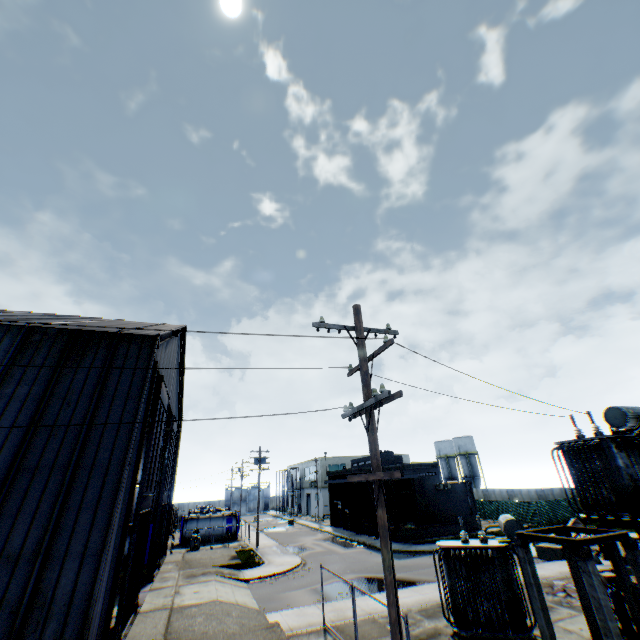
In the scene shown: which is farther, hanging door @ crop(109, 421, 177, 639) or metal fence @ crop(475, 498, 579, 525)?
metal fence @ crop(475, 498, 579, 525)

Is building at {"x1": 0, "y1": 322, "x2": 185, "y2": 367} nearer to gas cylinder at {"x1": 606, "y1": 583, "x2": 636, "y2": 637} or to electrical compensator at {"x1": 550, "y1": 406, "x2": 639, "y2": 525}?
electrical compensator at {"x1": 550, "y1": 406, "x2": 639, "y2": 525}

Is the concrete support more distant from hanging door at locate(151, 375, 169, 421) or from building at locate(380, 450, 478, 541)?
building at locate(380, 450, 478, 541)

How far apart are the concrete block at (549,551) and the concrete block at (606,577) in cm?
749

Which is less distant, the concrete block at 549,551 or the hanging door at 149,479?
the hanging door at 149,479

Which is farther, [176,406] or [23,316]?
[176,406]

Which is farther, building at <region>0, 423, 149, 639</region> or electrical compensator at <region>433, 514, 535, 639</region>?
electrical compensator at <region>433, 514, 535, 639</region>

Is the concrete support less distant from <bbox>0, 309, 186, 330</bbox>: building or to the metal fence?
the metal fence
